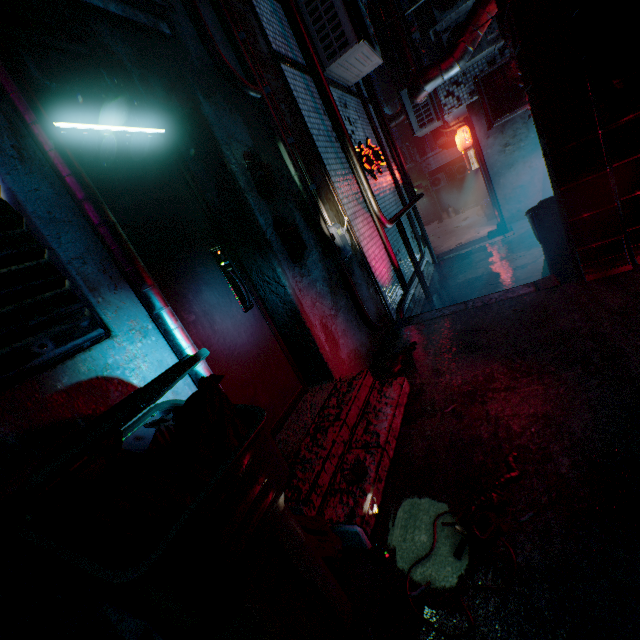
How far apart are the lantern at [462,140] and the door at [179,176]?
7.9m

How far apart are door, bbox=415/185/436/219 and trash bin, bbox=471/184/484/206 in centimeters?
305cm

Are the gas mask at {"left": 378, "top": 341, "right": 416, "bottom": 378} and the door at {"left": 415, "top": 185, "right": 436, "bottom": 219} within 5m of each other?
no

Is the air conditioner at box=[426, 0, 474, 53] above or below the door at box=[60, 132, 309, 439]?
above

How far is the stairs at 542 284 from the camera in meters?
2.9 m

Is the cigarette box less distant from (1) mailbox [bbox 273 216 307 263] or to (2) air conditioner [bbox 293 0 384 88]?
(1) mailbox [bbox 273 216 307 263]

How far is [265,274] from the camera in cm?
237

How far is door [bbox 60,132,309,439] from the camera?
1.7 meters
